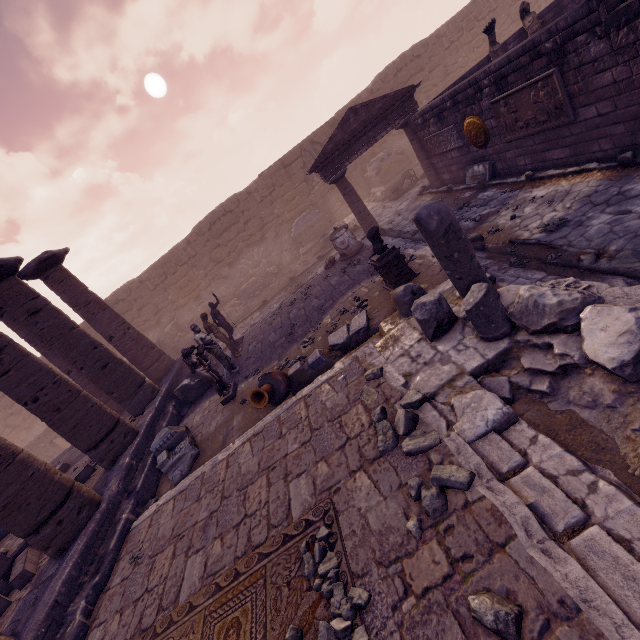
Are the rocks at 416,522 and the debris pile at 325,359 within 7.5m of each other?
yes

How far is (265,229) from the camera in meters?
19.5 m

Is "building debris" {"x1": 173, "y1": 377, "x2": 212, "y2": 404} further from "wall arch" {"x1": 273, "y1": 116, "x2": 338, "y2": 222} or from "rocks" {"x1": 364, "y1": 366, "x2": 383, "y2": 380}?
"wall arch" {"x1": 273, "y1": 116, "x2": 338, "y2": 222}

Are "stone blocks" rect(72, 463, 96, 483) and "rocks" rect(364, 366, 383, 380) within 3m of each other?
no

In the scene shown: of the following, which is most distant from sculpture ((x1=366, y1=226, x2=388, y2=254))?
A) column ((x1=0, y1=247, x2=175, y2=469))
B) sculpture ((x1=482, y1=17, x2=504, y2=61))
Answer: sculpture ((x1=482, y1=17, x2=504, y2=61))

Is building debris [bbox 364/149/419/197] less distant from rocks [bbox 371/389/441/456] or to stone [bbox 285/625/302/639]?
rocks [bbox 371/389/441/456]

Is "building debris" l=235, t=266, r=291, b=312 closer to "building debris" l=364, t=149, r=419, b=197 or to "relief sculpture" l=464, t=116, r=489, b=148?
"building debris" l=364, t=149, r=419, b=197

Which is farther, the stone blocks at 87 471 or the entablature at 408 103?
the entablature at 408 103
